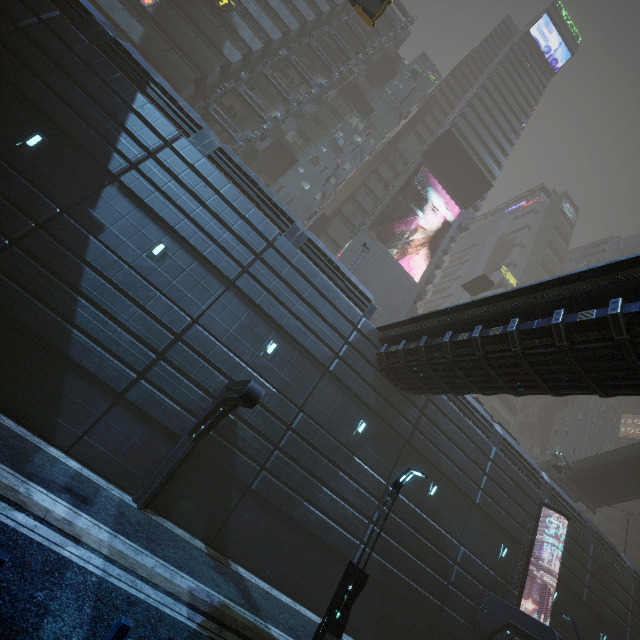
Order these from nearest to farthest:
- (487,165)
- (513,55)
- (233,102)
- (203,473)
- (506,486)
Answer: (203,473), (506,486), (233,102), (487,165), (513,55)

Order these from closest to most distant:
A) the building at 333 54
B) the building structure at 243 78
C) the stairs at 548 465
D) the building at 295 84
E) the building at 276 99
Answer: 1. the building structure at 243 78
2. the stairs at 548 465
3. the building at 276 99
4. the building at 295 84
5. the building at 333 54

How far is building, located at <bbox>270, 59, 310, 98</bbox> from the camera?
33.72m

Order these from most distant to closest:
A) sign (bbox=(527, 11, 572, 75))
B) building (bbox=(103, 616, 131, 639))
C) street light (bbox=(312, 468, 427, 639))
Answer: sign (bbox=(527, 11, 572, 75)) → street light (bbox=(312, 468, 427, 639)) → building (bbox=(103, 616, 131, 639))

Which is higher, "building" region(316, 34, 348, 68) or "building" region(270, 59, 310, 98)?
"building" region(316, 34, 348, 68)

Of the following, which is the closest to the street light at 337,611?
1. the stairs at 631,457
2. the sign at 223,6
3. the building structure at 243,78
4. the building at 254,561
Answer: the building at 254,561
